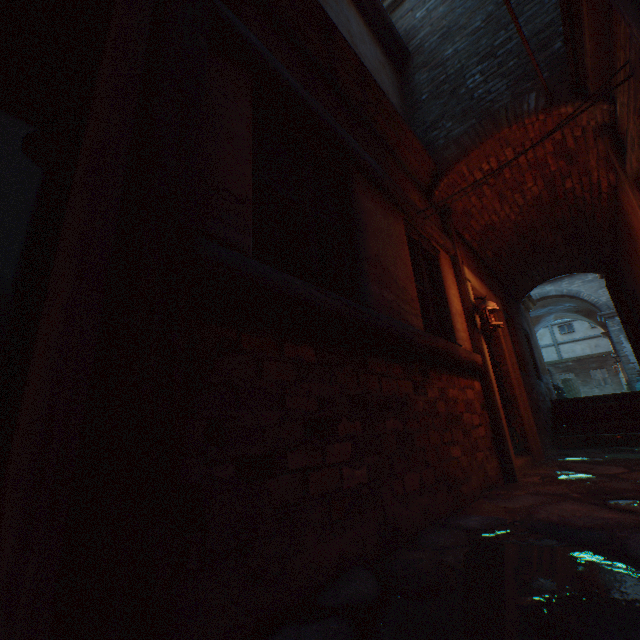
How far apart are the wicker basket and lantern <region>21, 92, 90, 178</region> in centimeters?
1519cm

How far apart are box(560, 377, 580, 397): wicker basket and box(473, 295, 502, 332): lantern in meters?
10.8 m

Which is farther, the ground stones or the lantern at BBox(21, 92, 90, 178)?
the lantern at BBox(21, 92, 90, 178)

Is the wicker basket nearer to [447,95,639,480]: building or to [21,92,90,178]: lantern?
[447,95,639,480]: building

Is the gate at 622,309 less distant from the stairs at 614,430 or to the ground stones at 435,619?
the stairs at 614,430

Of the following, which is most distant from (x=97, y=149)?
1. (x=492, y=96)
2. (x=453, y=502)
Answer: (x=492, y=96)

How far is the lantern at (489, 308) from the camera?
4.05m

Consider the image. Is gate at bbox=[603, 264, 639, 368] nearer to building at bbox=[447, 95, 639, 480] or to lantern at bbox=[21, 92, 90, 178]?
building at bbox=[447, 95, 639, 480]
